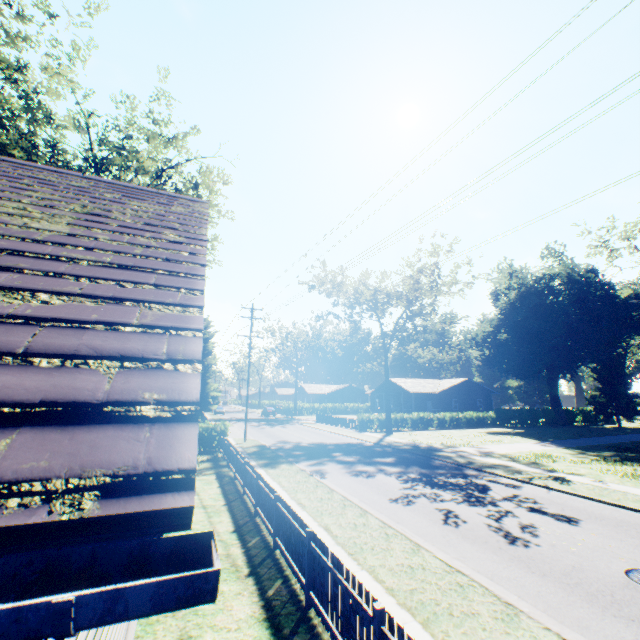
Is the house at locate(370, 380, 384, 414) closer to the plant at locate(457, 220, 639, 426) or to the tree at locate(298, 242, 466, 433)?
the tree at locate(298, 242, 466, 433)

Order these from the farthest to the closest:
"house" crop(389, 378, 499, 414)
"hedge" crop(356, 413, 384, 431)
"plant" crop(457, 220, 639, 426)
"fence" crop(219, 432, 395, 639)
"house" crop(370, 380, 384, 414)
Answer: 1. "house" crop(370, 380, 384, 414)
2. "house" crop(389, 378, 499, 414)
3. "plant" crop(457, 220, 639, 426)
4. "hedge" crop(356, 413, 384, 431)
5. "fence" crop(219, 432, 395, 639)

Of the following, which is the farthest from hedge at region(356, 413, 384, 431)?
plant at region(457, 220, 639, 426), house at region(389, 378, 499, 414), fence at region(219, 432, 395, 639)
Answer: plant at region(457, 220, 639, 426)

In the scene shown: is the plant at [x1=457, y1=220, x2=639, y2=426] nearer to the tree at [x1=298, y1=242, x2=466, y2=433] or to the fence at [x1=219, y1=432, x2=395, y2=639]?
the fence at [x1=219, y1=432, x2=395, y2=639]

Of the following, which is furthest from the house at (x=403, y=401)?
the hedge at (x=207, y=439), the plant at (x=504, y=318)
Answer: the hedge at (x=207, y=439)

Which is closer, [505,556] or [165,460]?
[165,460]

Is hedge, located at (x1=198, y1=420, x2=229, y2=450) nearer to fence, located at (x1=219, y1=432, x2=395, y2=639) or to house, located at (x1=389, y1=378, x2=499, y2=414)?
fence, located at (x1=219, y1=432, x2=395, y2=639)
